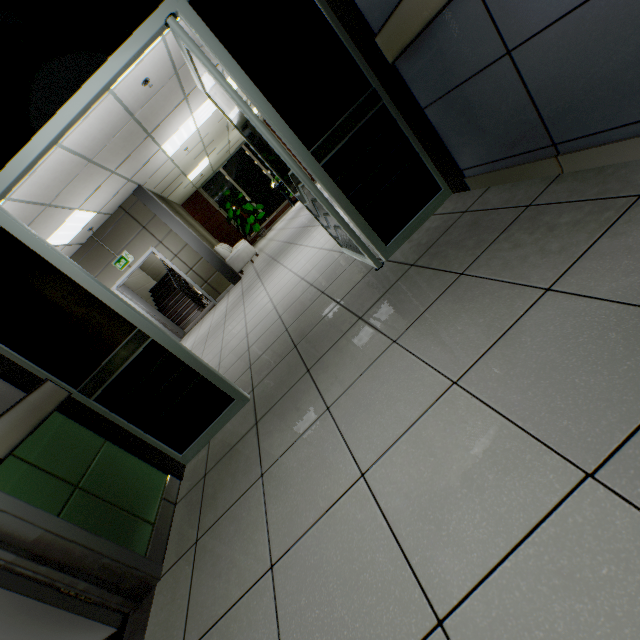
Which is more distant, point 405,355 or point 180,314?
point 180,314

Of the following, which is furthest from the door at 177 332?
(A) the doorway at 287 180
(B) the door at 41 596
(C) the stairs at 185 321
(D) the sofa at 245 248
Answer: (B) the door at 41 596

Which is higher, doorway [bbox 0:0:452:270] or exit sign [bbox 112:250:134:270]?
exit sign [bbox 112:250:134:270]

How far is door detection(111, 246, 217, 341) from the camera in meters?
8.2

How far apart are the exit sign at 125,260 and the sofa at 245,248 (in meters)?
2.19

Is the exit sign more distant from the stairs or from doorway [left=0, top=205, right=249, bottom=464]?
doorway [left=0, top=205, right=249, bottom=464]

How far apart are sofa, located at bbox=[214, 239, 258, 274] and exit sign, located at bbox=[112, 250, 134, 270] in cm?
219

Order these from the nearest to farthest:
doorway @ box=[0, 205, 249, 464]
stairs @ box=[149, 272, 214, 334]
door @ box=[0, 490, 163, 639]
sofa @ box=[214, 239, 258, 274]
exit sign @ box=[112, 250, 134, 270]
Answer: door @ box=[0, 490, 163, 639], doorway @ box=[0, 205, 249, 464], exit sign @ box=[112, 250, 134, 270], sofa @ box=[214, 239, 258, 274], stairs @ box=[149, 272, 214, 334]
